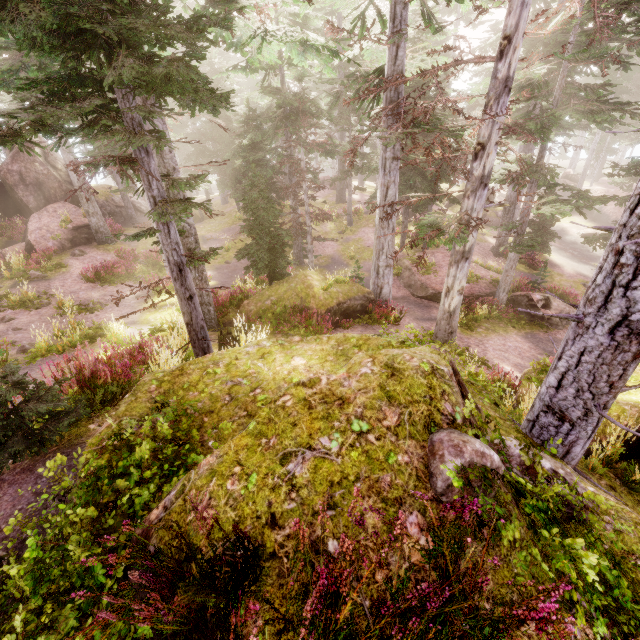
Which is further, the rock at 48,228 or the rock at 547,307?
the rock at 48,228

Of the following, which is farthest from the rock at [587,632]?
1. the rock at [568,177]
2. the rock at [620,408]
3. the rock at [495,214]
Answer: the rock at [568,177]

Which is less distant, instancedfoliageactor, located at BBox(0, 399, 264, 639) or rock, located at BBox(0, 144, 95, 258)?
instancedfoliageactor, located at BBox(0, 399, 264, 639)

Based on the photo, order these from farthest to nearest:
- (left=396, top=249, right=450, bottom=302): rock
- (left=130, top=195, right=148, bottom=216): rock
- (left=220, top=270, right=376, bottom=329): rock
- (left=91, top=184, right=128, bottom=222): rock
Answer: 1. (left=130, top=195, right=148, bottom=216): rock
2. (left=91, top=184, right=128, bottom=222): rock
3. (left=396, top=249, right=450, bottom=302): rock
4. (left=220, top=270, right=376, bottom=329): rock

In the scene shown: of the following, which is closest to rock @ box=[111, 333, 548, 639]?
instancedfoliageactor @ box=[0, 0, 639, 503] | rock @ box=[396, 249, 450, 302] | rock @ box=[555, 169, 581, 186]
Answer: instancedfoliageactor @ box=[0, 0, 639, 503]

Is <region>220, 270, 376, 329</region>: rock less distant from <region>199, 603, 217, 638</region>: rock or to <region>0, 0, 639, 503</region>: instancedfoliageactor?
<region>0, 0, 639, 503</region>: instancedfoliageactor

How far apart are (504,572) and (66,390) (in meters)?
5.92

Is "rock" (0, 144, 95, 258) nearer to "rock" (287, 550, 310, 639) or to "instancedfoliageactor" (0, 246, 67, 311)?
"instancedfoliageactor" (0, 246, 67, 311)
